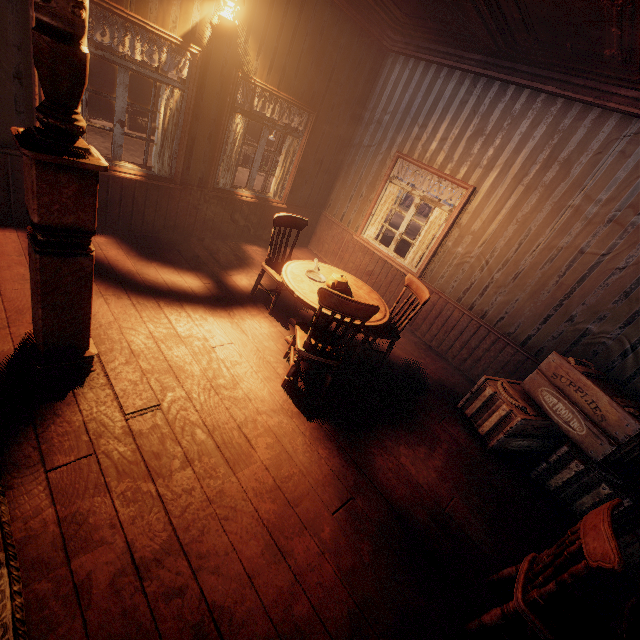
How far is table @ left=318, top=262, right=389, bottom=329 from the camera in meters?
3.6 m

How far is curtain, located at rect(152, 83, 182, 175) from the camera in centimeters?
392cm

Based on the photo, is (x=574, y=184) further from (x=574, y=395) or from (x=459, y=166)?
(x=574, y=395)

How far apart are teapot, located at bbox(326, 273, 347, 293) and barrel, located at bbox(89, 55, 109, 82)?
18.5 meters

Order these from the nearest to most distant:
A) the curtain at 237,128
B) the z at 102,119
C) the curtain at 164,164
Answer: the curtain at 164,164, the curtain at 237,128, the z at 102,119

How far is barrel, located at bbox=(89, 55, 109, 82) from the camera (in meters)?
14.75

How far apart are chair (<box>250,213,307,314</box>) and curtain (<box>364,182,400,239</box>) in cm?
210

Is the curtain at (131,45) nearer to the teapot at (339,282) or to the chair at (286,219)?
the chair at (286,219)
